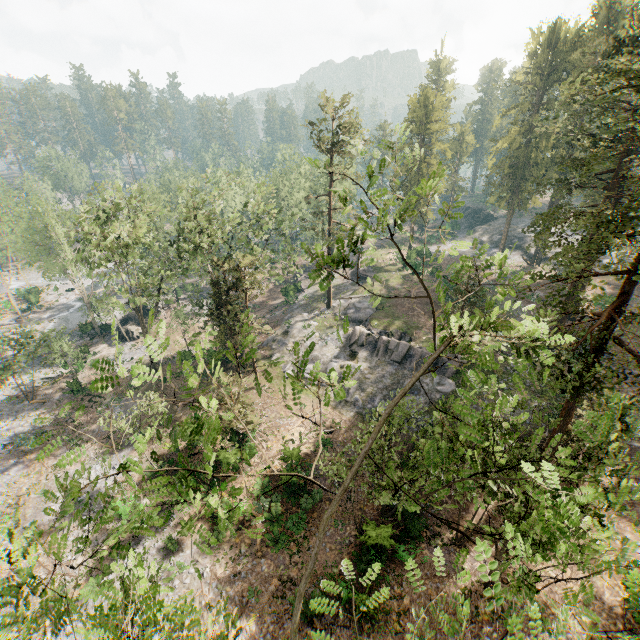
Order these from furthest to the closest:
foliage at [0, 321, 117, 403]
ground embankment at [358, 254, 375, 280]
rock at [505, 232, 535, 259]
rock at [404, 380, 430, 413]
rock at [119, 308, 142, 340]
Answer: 1. rock at [505, 232, 535, 259]
2. ground embankment at [358, 254, 375, 280]
3. rock at [119, 308, 142, 340]
4. foliage at [0, 321, 117, 403]
5. rock at [404, 380, 430, 413]

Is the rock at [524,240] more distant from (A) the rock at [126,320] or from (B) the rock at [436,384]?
(A) the rock at [126,320]

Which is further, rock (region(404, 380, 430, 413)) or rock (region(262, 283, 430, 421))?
rock (region(262, 283, 430, 421))

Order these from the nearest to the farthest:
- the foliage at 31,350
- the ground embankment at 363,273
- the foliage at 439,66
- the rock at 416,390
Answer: the rock at 416,390, the foliage at 31,350, the ground embankment at 363,273, the foliage at 439,66

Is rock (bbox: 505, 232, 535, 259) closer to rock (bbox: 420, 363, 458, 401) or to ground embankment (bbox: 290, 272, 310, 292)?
ground embankment (bbox: 290, 272, 310, 292)

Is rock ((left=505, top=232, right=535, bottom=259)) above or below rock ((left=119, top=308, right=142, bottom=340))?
above

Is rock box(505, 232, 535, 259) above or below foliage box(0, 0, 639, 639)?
below

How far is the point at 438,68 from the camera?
59.5 meters
